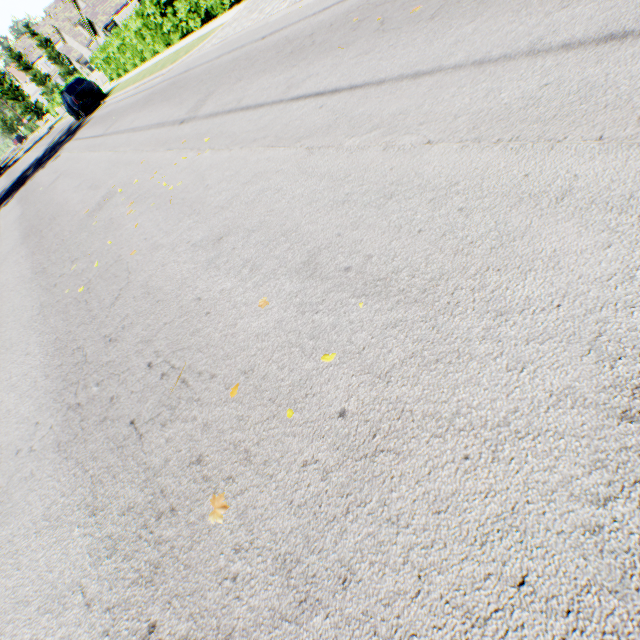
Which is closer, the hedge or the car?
the hedge

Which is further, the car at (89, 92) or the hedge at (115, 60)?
the car at (89, 92)

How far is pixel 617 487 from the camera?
1.0m

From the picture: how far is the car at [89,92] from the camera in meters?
19.2 m

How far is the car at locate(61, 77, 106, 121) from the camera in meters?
19.2 m
